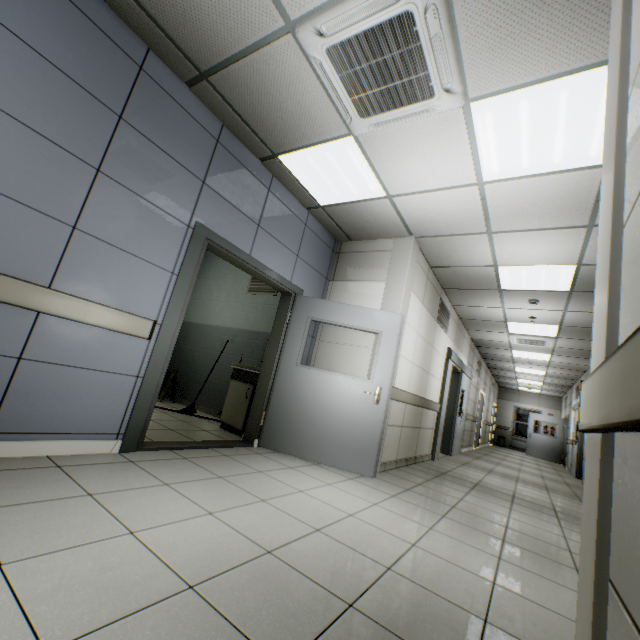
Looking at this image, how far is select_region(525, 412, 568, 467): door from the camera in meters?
14.4

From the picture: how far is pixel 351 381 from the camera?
4.04m

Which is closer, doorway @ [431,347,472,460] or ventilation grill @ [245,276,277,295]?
ventilation grill @ [245,276,277,295]

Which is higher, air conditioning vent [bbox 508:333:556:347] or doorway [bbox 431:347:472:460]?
air conditioning vent [bbox 508:333:556:347]

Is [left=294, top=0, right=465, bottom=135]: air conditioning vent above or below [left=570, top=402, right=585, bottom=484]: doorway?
above

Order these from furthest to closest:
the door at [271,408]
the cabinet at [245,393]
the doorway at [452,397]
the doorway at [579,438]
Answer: the doorway at [579,438], the doorway at [452,397], the cabinet at [245,393], the door at [271,408]

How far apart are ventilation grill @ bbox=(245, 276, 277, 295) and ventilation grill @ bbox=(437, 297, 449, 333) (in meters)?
3.07

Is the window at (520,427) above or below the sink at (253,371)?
above
